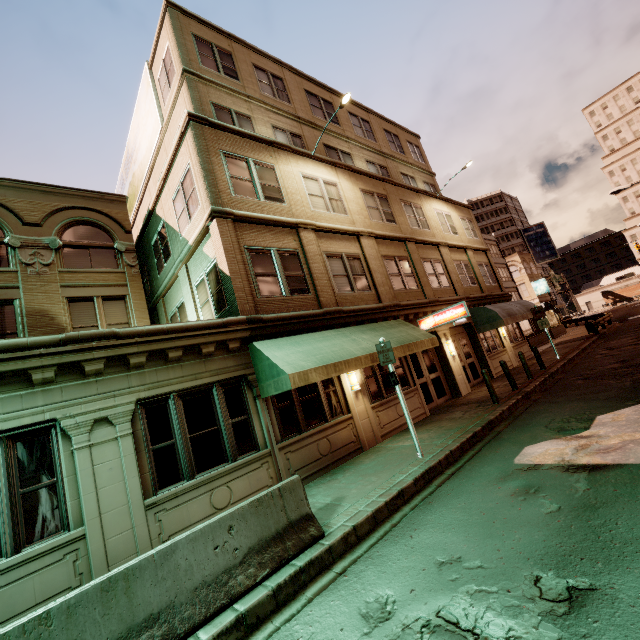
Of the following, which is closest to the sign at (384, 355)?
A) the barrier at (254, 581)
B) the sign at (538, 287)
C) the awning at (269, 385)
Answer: the awning at (269, 385)

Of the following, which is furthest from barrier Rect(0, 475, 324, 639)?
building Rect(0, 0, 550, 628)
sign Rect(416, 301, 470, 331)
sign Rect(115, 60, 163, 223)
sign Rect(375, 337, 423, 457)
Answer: sign Rect(115, 60, 163, 223)

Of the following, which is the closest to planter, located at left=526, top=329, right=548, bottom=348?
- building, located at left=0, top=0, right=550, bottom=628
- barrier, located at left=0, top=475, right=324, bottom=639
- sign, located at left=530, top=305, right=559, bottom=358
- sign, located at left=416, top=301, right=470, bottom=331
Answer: building, located at left=0, top=0, right=550, bottom=628

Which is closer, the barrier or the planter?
the barrier

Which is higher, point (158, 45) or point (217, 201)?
point (158, 45)

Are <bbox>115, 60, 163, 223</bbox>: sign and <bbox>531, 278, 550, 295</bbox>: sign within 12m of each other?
no

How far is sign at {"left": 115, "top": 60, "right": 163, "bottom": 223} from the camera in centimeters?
1488cm

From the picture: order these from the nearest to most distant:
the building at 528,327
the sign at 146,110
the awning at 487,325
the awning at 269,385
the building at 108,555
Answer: the building at 108,555 → the awning at 269,385 → the building at 528,327 → the sign at 146,110 → the awning at 487,325
